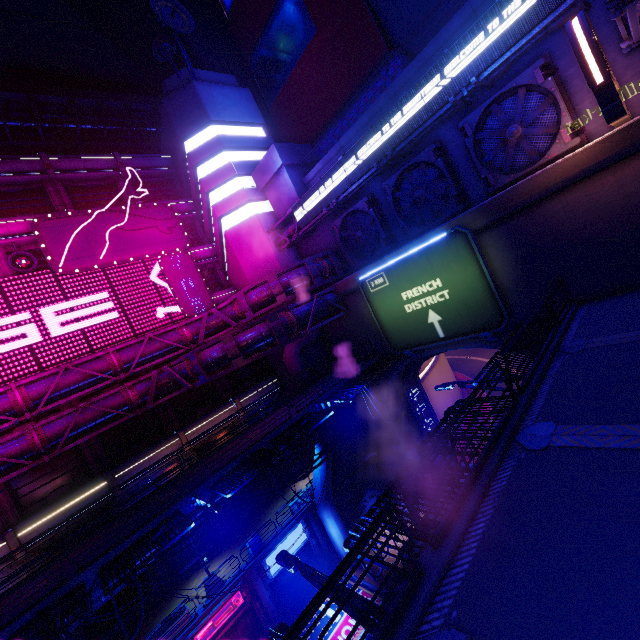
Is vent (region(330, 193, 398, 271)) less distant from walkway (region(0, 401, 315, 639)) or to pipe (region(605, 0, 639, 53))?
pipe (region(605, 0, 639, 53))

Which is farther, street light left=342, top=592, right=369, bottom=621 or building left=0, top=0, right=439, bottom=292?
building left=0, top=0, right=439, bottom=292

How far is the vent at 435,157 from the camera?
18.0m

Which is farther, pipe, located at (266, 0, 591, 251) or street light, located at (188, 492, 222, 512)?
pipe, located at (266, 0, 591, 251)

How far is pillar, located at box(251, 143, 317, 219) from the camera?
25.7m

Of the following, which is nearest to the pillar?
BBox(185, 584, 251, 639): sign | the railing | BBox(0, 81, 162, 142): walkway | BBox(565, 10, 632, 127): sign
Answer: BBox(565, 10, 632, 127): sign

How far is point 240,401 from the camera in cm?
2822

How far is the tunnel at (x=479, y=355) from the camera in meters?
26.3 m
